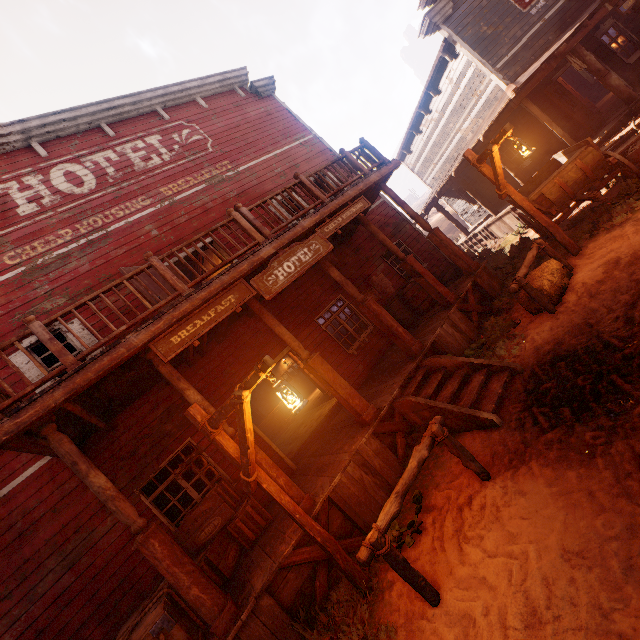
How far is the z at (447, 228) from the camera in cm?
3606

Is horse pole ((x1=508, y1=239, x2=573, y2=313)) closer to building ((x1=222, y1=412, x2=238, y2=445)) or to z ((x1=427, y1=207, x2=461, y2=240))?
z ((x1=427, y1=207, x2=461, y2=240))

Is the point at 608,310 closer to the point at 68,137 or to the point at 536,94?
the point at 536,94

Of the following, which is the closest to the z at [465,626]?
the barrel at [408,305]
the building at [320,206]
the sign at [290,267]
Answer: the building at [320,206]

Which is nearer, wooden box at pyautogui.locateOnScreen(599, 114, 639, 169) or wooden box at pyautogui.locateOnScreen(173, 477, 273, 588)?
wooden box at pyautogui.locateOnScreen(173, 477, 273, 588)

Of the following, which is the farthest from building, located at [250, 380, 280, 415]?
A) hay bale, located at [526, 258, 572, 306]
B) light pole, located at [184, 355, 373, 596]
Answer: hay bale, located at [526, 258, 572, 306]

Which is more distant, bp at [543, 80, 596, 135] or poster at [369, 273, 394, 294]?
poster at [369, 273, 394, 294]

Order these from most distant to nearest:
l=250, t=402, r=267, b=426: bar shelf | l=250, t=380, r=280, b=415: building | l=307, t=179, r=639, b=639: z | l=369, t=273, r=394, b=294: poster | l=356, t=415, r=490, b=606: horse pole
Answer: l=250, t=380, r=280, b=415: building < l=250, t=402, r=267, b=426: bar shelf < l=369, t=273, r=394, b=294: poster < l=356, t=415, r=490, b=606: horse pole < l=307, t=179, r=639, b=639: z
